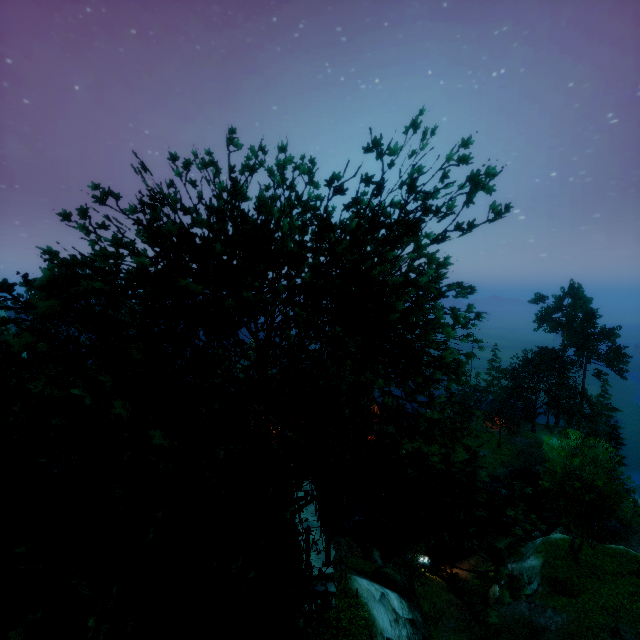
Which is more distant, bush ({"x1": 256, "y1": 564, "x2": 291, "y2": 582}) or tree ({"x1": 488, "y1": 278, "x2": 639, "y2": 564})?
tree ({"x1": 488, "y1": 278, "x2": 639, "y2": 564})

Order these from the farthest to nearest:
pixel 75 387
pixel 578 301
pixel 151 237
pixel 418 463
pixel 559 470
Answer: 1. pixel 578 301
2. pixel 559 470
3. pixel 418 463
4. pixel 151 237
5. pixel 75 387

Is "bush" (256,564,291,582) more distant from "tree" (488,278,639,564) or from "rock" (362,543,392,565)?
"rock" (362,543,392,565)

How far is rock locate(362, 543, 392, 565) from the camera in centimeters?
2628cm

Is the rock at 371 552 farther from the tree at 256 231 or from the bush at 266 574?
the bush at 266 574

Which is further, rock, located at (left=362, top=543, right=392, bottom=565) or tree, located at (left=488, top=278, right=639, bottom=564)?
rock, located at (left=362, top=543, right=392, bottom=565)
